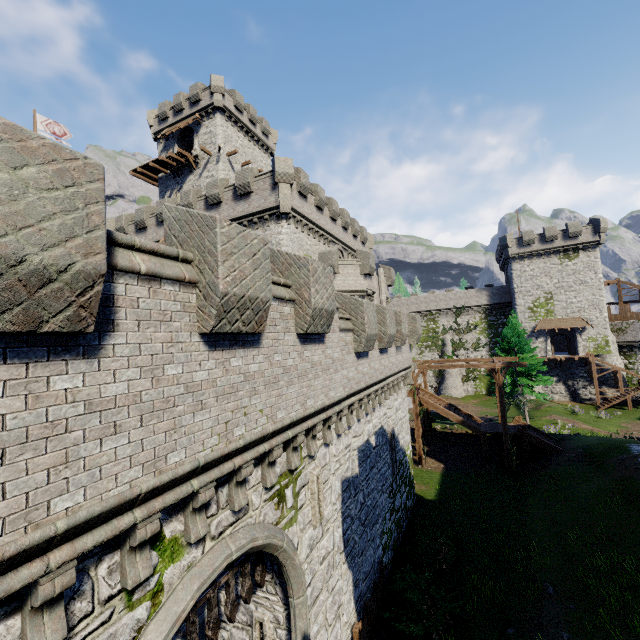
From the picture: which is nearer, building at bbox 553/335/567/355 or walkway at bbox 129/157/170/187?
walkway at bbox 129/157/170/187

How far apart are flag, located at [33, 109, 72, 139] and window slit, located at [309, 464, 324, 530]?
54.7m

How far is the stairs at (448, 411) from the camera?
25.3m

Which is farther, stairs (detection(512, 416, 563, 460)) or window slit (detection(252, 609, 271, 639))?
stairs (detection(512, 416, 563, 460))

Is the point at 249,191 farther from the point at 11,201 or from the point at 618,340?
the point at 618,340

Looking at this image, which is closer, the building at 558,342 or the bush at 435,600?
the bush at 435,600

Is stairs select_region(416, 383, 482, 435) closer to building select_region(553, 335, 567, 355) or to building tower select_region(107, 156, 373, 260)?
building tower select_region(107, 156, 373, 260)

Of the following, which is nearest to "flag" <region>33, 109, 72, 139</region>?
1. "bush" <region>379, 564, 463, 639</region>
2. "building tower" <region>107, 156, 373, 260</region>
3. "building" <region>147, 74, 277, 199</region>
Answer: "building" <region>147, 74, 277, 199</region>
